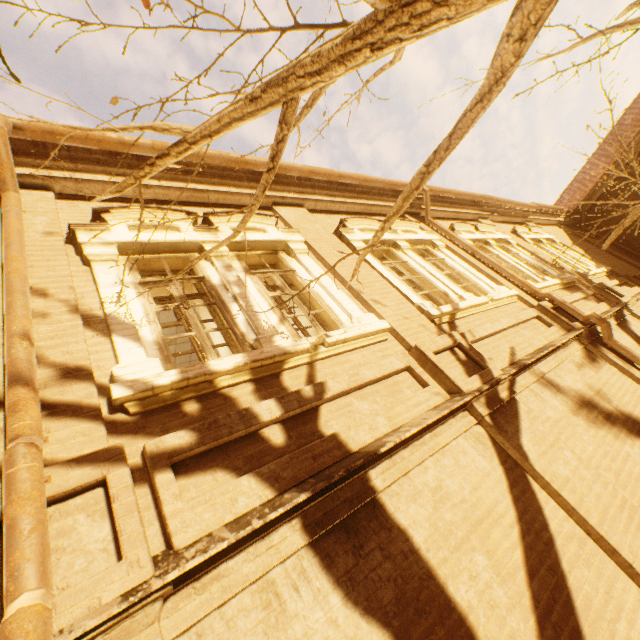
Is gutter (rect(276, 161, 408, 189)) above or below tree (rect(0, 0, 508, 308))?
above

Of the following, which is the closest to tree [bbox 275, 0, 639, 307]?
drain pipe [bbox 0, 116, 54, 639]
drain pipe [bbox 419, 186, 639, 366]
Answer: drain pipe [bbox 0, 116, 54, 639]

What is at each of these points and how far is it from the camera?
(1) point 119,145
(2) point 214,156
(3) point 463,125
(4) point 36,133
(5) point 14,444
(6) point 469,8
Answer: (1) gutter, 4.4m
(2) gutter, 5.2m
(3) tree, 2.1m
(4) gutter, 3.9m
(5) drain pipe, 1.7m
(6) tree, 1.5m

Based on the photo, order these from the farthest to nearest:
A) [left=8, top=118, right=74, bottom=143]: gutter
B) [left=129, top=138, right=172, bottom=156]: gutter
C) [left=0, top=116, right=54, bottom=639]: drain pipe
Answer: [left=129, top=138, right=172, bottom=156]: gutter, [left=8, top=118, right=74, bottom=143]: gutter, [left=0, top=116, right=54, bottom=639]: drain pipe

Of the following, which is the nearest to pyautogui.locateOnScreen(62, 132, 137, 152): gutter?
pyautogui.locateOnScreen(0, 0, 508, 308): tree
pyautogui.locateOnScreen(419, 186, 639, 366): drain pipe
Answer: pyautogui.locateOnScreen(419, 186, 639, 366): drain pipe

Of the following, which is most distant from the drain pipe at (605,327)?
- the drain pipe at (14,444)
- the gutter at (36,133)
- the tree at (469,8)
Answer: the drain pipe at (14,444)

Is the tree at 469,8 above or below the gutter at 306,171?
below
